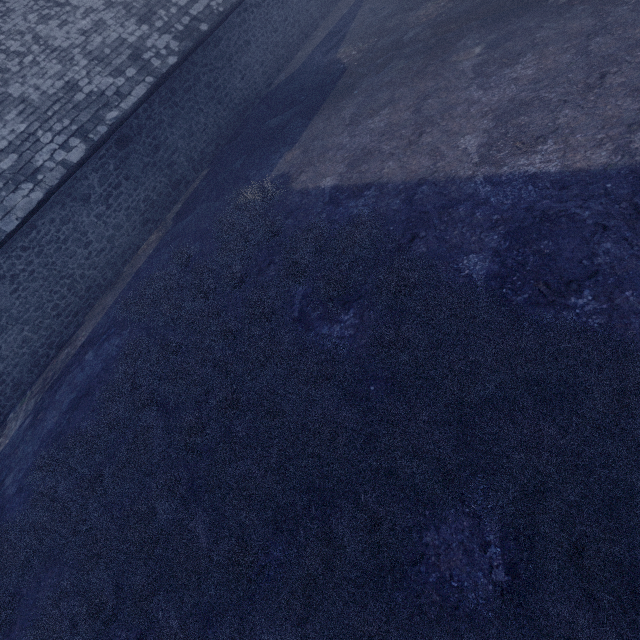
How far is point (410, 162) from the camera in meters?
7.2 m
